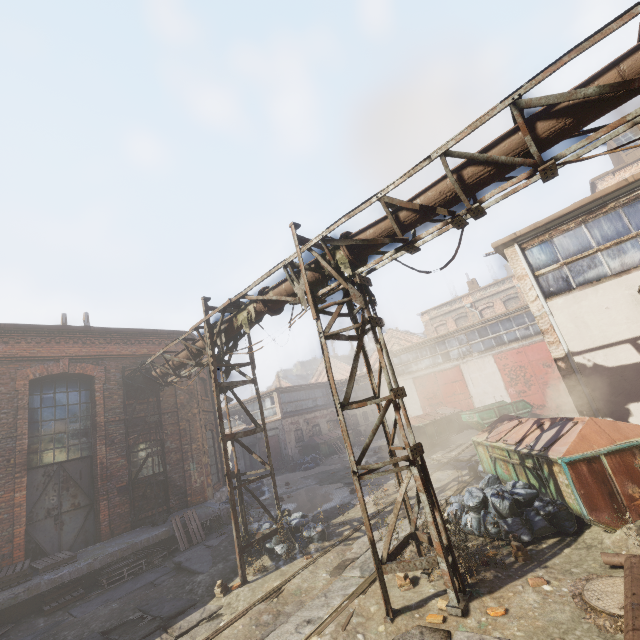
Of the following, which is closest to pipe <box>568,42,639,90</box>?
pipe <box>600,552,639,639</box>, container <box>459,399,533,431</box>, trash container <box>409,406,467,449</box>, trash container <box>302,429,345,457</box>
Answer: pipe <box>600,552,639,639</box>

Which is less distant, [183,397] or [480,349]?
[183,397]

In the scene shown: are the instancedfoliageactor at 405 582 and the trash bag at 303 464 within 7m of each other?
no

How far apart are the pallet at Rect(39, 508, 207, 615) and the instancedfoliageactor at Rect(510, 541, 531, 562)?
8.7m

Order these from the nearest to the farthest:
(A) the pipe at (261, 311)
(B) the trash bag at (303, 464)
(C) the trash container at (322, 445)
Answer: (A) the pipe at (261, 311)
(B) the trash bag at (303, 464)
(C) the trash container at (322, 445)

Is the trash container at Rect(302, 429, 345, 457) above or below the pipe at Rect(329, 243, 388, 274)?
below

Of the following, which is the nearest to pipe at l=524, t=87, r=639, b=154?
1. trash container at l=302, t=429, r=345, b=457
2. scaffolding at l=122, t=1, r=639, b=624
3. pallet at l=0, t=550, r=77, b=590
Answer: scaffolding at l=122, t=1, r=639, b=624

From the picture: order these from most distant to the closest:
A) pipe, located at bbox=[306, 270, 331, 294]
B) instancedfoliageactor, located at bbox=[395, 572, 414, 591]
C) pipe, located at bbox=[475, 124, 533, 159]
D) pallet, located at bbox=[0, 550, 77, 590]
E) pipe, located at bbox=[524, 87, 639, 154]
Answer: pallet, located at bbox=[0, 550, 77, 590] < pipe, located at bbox=[306, 270, 331, 294] < instancedfoliageactor, located at bbox=[395, 572, 414, 591] < pipe, located at bbox=[475, 124, 533, 159] < pipe, located at bbox=[524, 87, 639, 154]
